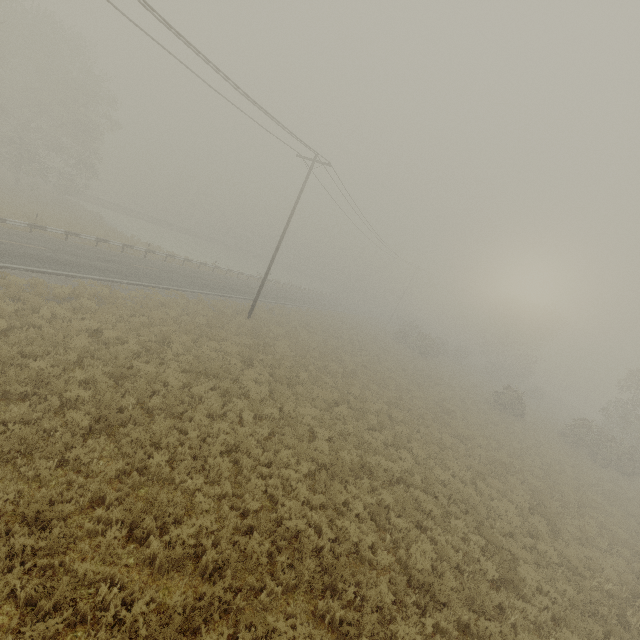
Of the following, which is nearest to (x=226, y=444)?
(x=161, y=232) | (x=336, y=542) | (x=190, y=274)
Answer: (x=336, y=542)
